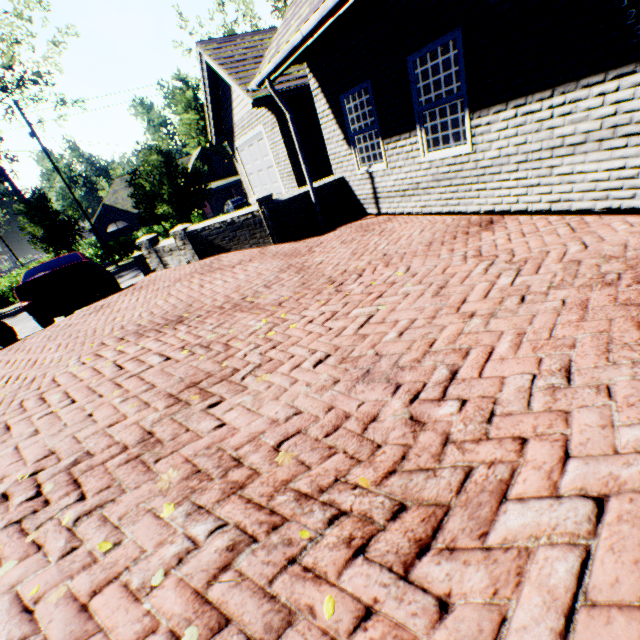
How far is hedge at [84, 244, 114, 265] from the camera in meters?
27.9

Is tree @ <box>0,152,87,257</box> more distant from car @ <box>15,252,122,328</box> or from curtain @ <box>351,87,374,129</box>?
curtain @ <box>351,87,374,129</box>

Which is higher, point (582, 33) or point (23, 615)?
point (582, 33)

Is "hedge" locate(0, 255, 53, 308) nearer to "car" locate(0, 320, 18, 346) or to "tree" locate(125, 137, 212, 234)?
"tree" locate(125, 137, 212, 234)

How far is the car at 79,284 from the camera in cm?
762

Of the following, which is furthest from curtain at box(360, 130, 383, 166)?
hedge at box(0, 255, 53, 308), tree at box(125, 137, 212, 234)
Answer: hedge at box(0, 255, 53, 308)

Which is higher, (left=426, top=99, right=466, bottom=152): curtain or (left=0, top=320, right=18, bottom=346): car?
(left=426, top=99, right=466, bottom=152): curtain

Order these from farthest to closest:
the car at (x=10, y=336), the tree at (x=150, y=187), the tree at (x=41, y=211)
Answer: the tree at (x=41, y=211), the tree at (x=150, y=187), the car at (x=10, y=336)
